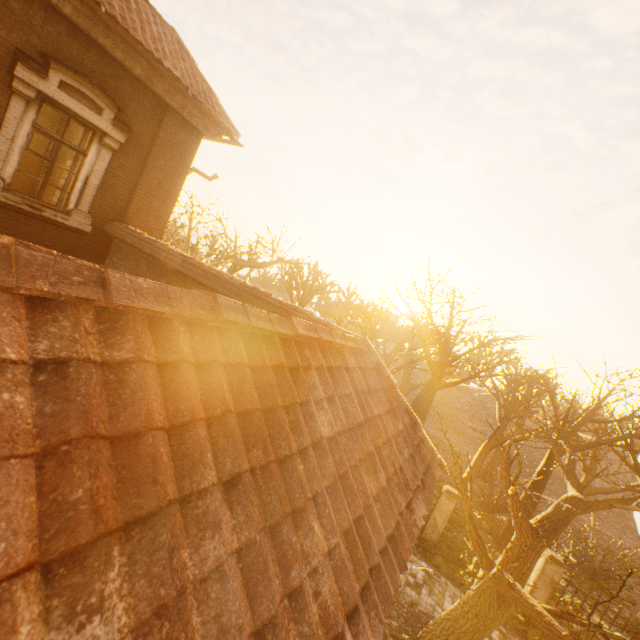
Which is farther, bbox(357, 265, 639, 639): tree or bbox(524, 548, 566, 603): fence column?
bbox(524, 548, 566, 603): fence column

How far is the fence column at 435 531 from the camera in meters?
13.8

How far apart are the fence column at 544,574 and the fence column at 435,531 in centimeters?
325cm

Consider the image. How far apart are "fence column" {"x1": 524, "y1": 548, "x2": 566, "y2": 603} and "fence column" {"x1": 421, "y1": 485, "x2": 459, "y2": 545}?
3.2m

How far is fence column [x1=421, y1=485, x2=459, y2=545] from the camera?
13.8 meters

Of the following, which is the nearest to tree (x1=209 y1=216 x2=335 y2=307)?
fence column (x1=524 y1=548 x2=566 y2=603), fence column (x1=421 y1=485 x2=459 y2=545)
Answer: fence column (x1=524 y1=548 x2=566 y2=603)

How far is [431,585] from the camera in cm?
1158
